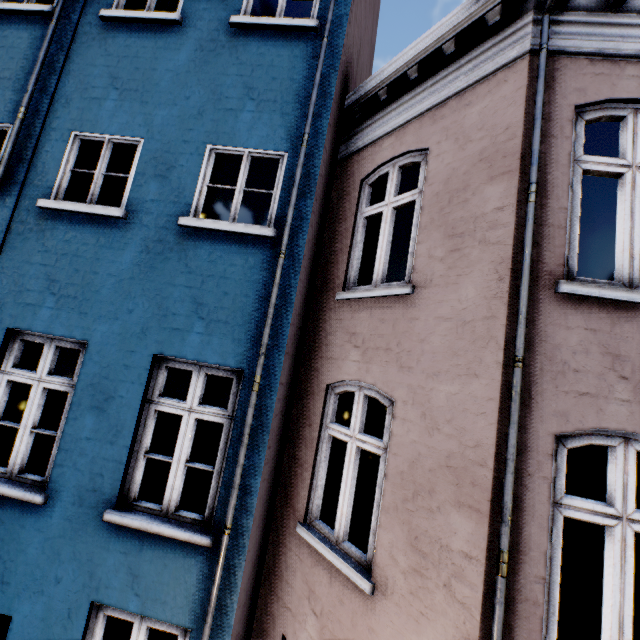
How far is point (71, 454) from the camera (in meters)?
3.69
